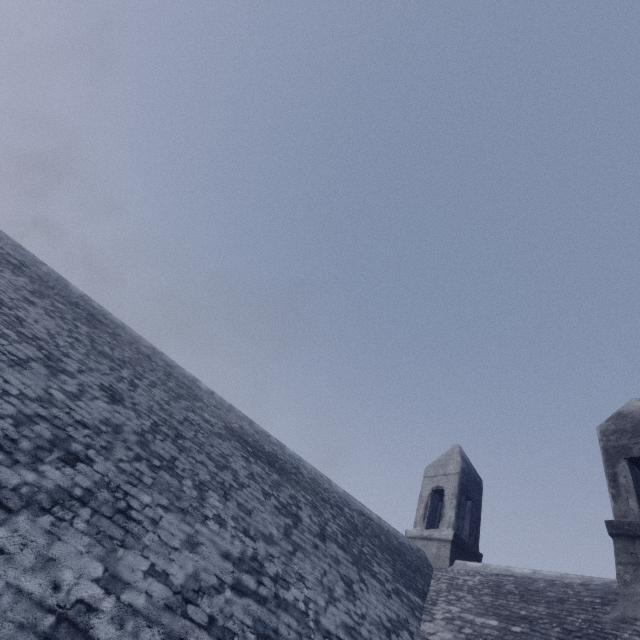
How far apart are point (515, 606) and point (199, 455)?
6.8m
